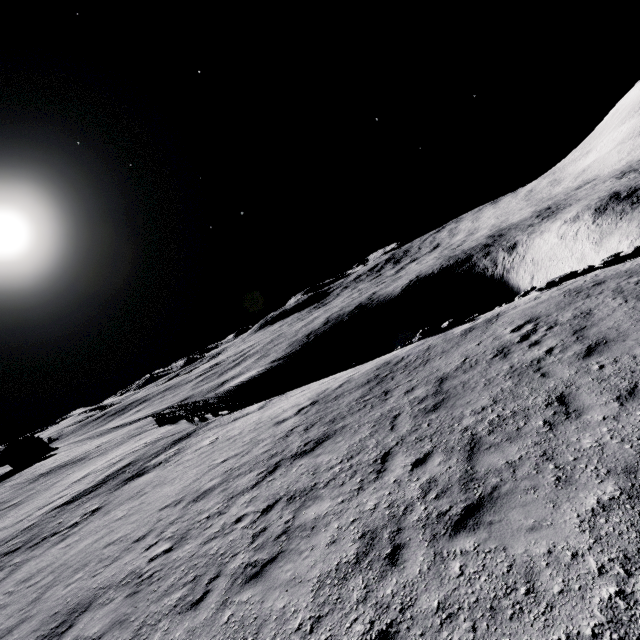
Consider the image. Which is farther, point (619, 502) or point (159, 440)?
point (159, 440)

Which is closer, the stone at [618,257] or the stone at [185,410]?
the stone at [618,257]

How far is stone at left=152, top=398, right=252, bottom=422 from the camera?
27.1 meters

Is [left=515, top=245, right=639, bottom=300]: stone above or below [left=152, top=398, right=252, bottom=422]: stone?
above

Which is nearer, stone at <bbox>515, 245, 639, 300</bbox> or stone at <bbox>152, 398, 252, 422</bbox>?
stone at <bbox>515, 245, 639, 300</bbox>

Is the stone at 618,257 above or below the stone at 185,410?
above
